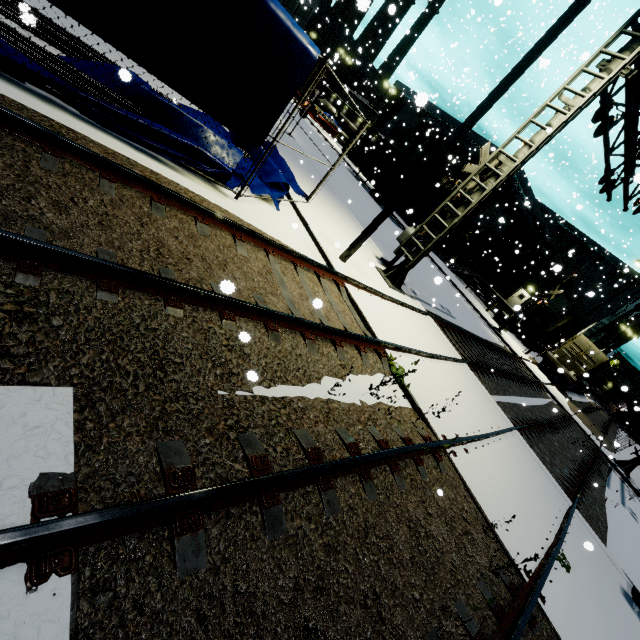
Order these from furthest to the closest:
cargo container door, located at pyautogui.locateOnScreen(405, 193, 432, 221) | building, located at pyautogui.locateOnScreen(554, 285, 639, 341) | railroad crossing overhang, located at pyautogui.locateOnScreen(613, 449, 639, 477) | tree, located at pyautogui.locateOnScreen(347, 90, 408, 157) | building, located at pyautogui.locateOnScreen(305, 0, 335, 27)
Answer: building, located at pyautogui.locateOnScreen(305, 0, 335, 27) → building, located at pyautogui.locateOnScreen(554, 285, 639, 341) → tree, located at pyautogui.locateOnScreen(347, 90, 408, 157) → cargo container door, located at pyautogui.locateOnScreen(405, 193, 432, 221) → railroad crossing overhang, located at pyautogui.locateOnScreen(613, 449, 639, 477)

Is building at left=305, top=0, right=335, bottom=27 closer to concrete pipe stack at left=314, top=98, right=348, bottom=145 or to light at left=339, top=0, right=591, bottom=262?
concrete pipe stack at left=314, top=98, right=348, bottom=145

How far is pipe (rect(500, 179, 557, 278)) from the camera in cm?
3035

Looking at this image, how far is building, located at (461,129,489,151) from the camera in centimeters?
3165cm

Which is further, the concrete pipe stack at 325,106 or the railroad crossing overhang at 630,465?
the concrete pipe stack at 325,106

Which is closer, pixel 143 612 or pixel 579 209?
pixel 143 612

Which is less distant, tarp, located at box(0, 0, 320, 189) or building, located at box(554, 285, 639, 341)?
tarp, located at box(0, 0, 320, 189)

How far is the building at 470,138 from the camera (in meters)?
31.65
